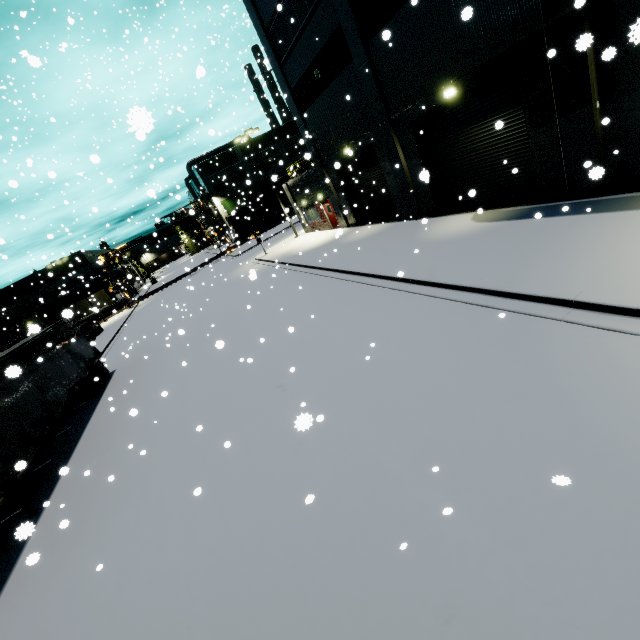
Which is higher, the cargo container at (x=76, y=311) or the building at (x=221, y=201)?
the building at (x=221, y=201)

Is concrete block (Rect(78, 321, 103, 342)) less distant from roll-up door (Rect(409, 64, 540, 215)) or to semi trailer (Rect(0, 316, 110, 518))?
semi trailer (Rect(0, 316, 110, 518))

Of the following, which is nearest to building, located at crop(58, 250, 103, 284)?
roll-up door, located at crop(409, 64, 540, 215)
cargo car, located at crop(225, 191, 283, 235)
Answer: roll-up door, located at crop(409, 64, 540, 215)

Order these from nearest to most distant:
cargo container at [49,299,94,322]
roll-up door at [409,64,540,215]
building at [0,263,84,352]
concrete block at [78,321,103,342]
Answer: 1. cargo container at [49,299,94,322]
2. roll-up door at [409,64,540,215]
3. building at [0,263,84,352]
4. concrete block at [78,321,103,342]

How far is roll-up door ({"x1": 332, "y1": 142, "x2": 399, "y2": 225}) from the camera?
18.2 meters

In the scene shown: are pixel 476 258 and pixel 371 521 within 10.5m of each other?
yes
